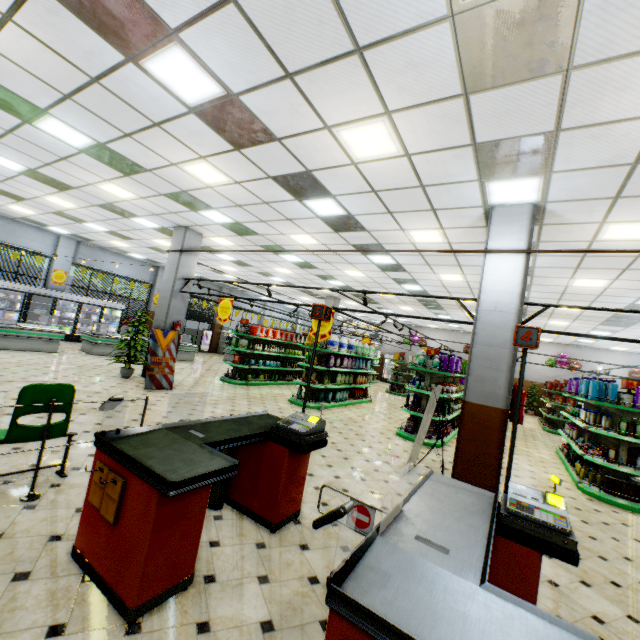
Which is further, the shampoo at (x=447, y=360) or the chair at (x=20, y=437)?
the shampoo at (x=447, y=360)

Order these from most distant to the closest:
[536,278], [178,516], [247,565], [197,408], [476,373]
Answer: [536,278] → [197,408] → [476,373] → [247,565] → [178,516]

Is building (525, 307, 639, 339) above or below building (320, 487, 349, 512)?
above

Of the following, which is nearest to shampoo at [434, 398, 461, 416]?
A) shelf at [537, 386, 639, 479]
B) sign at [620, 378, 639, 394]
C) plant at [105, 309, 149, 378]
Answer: shelf at [537, 386, 639, 479]

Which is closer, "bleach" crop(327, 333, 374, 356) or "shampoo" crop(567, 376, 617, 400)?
"shampoo" crop(567, 376, 617, 400)

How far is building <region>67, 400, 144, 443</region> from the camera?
5.1m

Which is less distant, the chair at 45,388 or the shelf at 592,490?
the chair at 45,388

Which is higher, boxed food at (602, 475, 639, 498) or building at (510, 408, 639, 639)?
boxed food at (602, 475, 639, 498)
